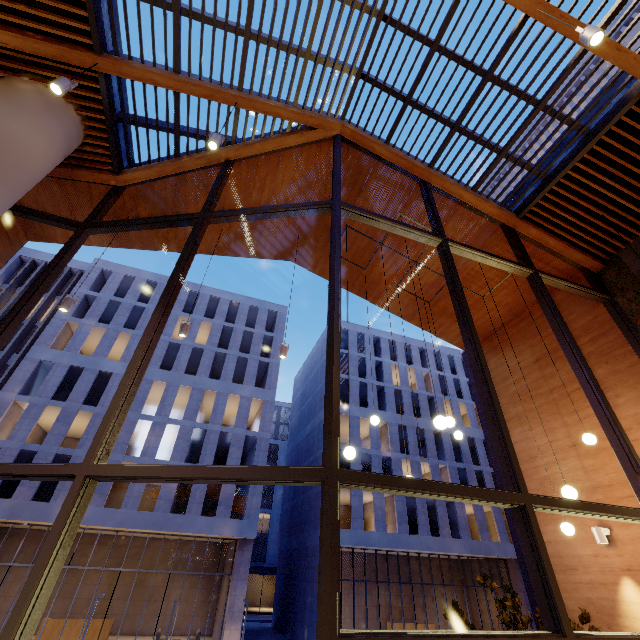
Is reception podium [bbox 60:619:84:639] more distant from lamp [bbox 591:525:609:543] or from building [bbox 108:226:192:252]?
lamp [bbox 591:525:609:543]

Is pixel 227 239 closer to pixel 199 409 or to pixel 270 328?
pixel 199 409

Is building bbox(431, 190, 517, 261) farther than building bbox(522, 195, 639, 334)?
Yes

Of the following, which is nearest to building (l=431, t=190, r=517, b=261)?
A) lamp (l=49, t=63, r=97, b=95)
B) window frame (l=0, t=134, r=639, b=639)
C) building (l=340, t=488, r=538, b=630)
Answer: window frame (l=0, t=134, r=639, b=639)

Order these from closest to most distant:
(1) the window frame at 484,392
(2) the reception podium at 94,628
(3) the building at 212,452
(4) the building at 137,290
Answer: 1. (1) the window frame at 484,392
2. (2) the reception podium at 94,628
3. (4) the building at 137,290
4. (3) the building at 212,452

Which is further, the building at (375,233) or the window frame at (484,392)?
the building at (375,233)

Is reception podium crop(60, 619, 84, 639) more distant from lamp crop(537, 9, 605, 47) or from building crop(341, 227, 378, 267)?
lamp crop(537, 9, 605, 47)

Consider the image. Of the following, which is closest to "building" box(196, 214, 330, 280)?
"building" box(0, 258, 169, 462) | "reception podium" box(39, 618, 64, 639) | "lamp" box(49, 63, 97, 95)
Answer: "lamp" box(49, 63, 97, 95)
